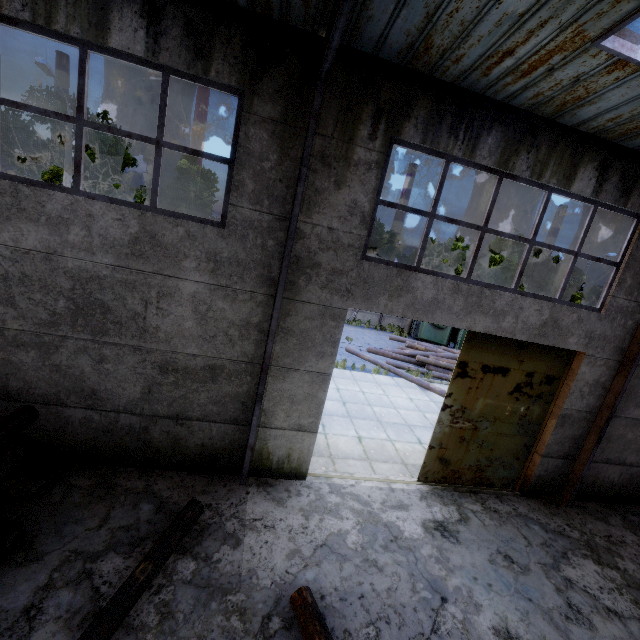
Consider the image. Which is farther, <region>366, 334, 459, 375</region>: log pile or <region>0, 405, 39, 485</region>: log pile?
<region>366, 334, 459, 375</region>: log pile

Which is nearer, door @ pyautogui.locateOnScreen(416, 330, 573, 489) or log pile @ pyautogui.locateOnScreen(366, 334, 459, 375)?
door @ pyautogui.locateOnScreen(416, 330, 573, 489)

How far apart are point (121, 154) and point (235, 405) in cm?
2528

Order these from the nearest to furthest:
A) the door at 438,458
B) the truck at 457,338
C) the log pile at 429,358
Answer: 1. the door at 438,458
2. the log pile at 429,358
3. the truck at 457,338

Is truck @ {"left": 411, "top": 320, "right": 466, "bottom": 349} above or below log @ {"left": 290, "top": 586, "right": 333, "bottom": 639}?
above

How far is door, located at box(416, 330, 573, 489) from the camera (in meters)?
7.06

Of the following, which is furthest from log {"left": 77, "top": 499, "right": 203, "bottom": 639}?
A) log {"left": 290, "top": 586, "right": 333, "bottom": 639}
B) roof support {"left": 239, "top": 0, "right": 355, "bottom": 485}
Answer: log {"left": 290, "top": 586, "right": 333, "bottom": 639}

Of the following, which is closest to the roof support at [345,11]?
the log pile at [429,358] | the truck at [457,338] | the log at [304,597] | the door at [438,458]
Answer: the log at [304,597]
